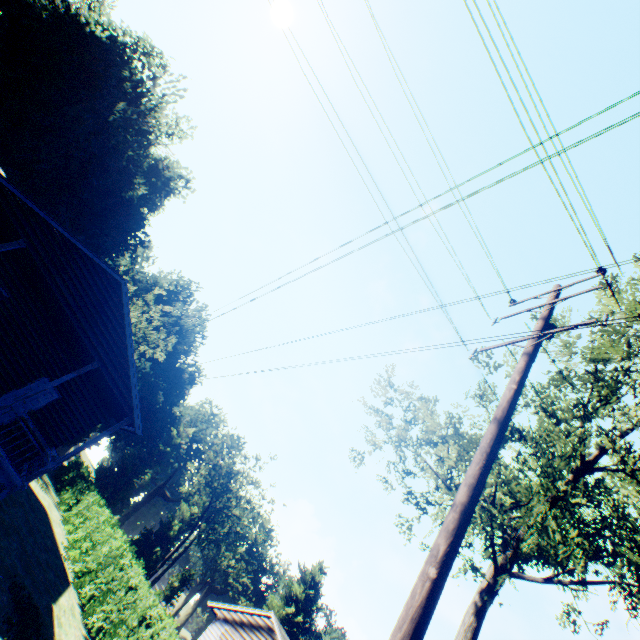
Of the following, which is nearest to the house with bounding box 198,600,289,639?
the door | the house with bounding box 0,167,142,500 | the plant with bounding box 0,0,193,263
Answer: the house with bounding box 0,167,142,500

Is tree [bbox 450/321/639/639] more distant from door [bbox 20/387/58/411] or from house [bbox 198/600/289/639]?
door [bbox 20/387/58/411]

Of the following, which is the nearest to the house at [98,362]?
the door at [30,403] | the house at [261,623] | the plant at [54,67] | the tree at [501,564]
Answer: the door at [30,403]

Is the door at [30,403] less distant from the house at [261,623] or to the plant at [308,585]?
the house at [261,623]

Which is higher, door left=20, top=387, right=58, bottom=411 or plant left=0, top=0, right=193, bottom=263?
plant left=0, top=0, right=193, bottom=263

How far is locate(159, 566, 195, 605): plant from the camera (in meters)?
49.66

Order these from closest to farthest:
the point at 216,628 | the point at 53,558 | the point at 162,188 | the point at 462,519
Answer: the point at 462,519 < the point at 53,558 < the point at 216,628 < the point at 162,188
